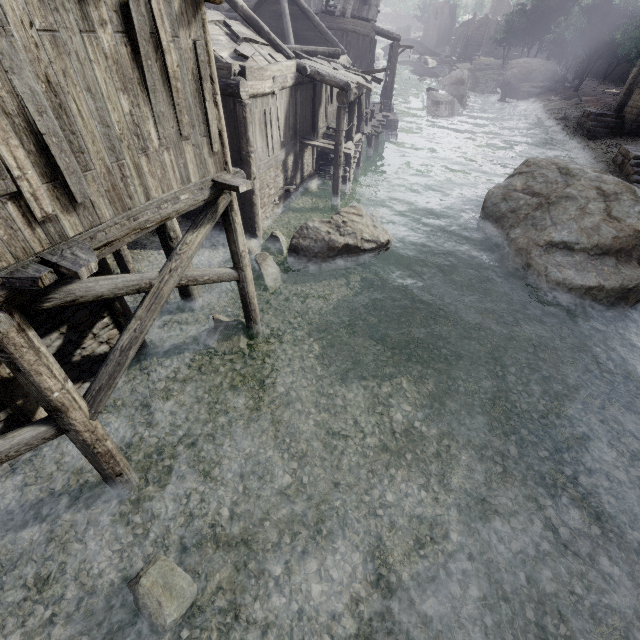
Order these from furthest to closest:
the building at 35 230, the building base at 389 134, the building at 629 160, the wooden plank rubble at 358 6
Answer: the building base at 389 134 < the wooden plank rubble at 358 6 < the building at 629 160 < the building at 35 230

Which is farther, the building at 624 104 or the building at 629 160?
the building at 624 104

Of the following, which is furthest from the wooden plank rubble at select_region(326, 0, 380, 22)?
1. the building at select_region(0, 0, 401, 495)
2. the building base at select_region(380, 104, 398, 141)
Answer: the building base at select_region(380, 104, 398, 141)

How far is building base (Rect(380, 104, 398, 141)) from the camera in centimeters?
2641cm

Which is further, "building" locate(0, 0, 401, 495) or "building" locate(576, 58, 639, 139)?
"building" locate(576, 58, 639, 139)

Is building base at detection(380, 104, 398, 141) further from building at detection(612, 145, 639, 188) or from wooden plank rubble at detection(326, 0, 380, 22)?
wooden plank rubble at detection(326, 0, 380, 22)

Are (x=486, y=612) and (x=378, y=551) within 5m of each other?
yes
